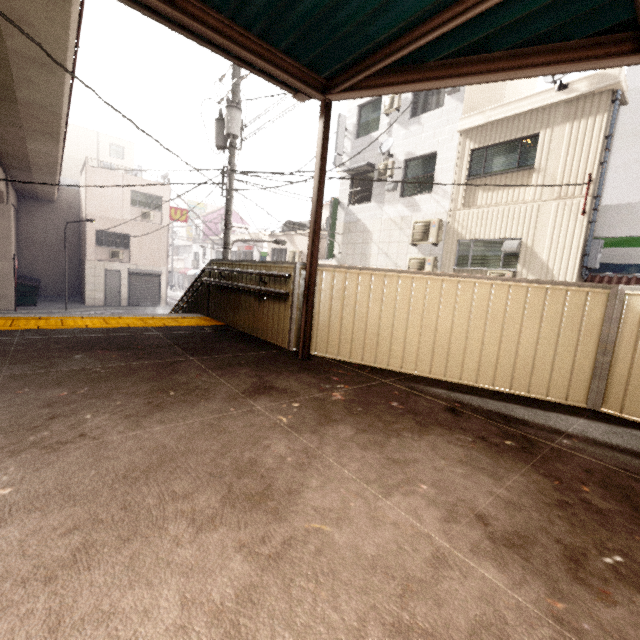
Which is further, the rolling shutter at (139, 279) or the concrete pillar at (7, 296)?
the rolling shutter at (139, 279)

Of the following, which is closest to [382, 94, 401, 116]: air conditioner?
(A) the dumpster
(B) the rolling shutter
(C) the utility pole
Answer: (C) the utility pole

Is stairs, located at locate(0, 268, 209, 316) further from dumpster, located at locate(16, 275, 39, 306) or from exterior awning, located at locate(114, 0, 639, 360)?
dumpster, located at locate(16, 275, 39, 306)

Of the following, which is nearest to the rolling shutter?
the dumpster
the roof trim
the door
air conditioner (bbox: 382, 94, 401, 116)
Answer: the door

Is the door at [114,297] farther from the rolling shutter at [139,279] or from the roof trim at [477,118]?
the roof trim at [477,118]

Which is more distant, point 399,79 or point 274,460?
point 399,79

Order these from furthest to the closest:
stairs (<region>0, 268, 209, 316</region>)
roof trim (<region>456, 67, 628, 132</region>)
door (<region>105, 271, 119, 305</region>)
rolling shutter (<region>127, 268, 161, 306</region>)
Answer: rolling shutter (<region>127, 268, 161, 306</region>)
door (<region>105, 271, 119, 305</region>)
roof trim (<region>456, 67, 628, 132</region>)
stairs (<region>0, 268, 209, 316</region>)

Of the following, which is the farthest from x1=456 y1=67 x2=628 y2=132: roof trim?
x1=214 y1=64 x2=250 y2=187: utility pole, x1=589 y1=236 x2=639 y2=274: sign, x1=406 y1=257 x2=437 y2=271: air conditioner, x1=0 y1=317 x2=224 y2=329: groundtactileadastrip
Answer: x1=0 y1=317 x2=224 y2=329: groundtactileadastrip
